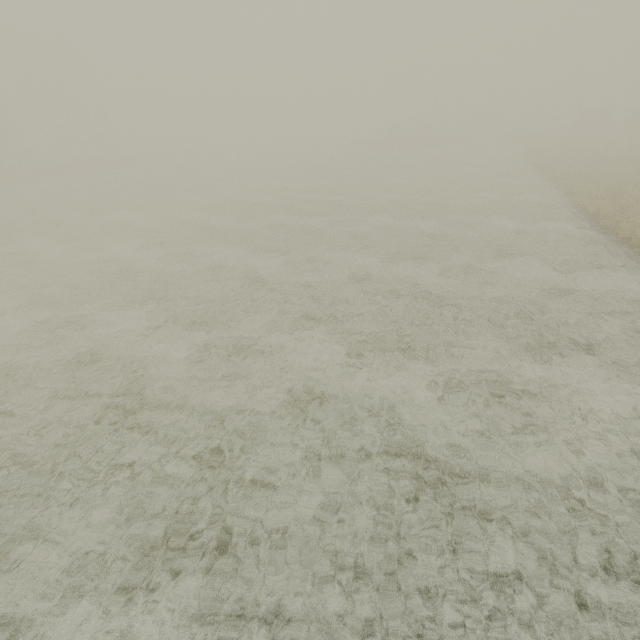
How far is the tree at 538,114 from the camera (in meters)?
54.06

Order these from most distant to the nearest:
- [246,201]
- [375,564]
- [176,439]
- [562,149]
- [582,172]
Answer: [562,149] < [246,201] < [582,172] < [176,439] < [375,564]

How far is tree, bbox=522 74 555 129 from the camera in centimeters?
5406cm
